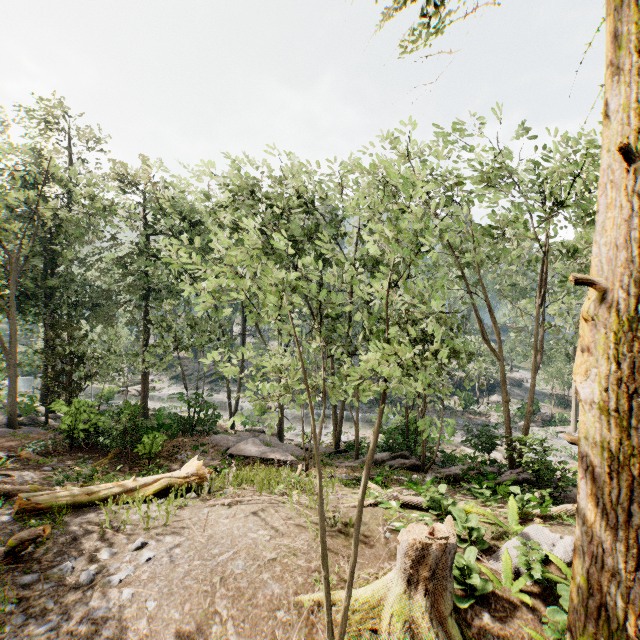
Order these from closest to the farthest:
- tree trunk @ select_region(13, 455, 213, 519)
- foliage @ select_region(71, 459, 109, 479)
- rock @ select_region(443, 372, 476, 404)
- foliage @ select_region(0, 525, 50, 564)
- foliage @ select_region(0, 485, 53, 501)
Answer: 1. foliage @ select_region(0, 525, 50, 564)
2. tree trunk @ select_region(13, 455, 213, 519)
3. foliage @ select_region(0, 485, 53, 501)
4. foliage @ select_region(71, 459, 109, 479)
5. rock @ select_region(443, 372, 476, 404)

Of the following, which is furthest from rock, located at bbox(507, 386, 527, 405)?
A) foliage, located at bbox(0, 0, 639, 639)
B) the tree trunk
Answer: the tree trunk

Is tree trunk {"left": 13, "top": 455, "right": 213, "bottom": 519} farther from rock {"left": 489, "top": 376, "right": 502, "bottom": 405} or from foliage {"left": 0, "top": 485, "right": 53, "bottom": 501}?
rock {"left": 489, "top": 376, "right": 502, "bottom": 405}

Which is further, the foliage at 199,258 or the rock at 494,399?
the rock at 494,399

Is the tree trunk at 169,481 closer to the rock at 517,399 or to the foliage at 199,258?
Answer: the foliage at 199,258

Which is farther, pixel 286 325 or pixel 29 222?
pixel 29 222
